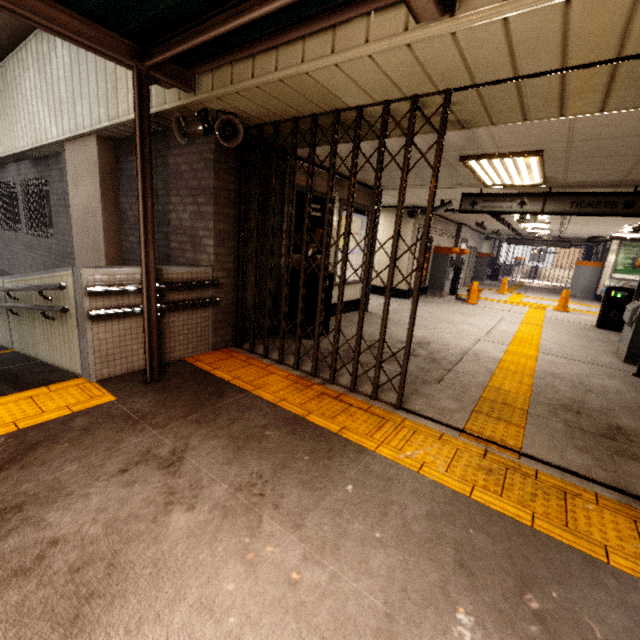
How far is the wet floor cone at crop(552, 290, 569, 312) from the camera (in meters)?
11.20

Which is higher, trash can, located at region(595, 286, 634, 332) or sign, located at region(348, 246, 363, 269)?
sign, located at region(348, 246, 363, 269)

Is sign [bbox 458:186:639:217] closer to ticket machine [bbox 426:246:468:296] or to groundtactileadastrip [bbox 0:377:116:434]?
ticket machine [bbox 426:246:468:296]

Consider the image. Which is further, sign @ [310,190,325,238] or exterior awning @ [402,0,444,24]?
sign @ [310,190,325,238]

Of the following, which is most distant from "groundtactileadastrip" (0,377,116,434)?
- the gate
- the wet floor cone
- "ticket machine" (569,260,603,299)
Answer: "ticket machine" (569,260,603,299)

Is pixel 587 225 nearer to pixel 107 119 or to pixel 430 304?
pixel 430 304

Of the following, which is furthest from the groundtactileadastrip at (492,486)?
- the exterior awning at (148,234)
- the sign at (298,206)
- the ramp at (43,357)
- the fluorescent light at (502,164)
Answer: the fluorescent light at (502,164)

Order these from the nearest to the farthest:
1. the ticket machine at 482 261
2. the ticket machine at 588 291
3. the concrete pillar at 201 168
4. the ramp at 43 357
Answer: the ramp at 43 357 < the concrete pillar at 201 168 < the ticket machine at 588 291 < the ticket machine at 482 261
